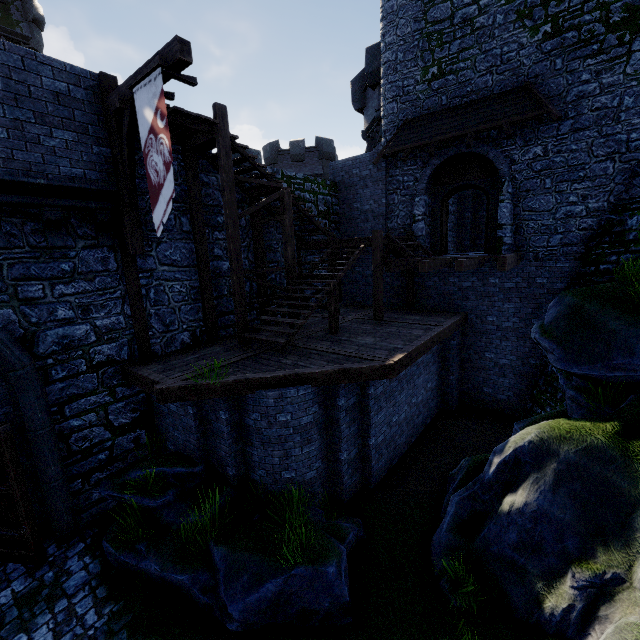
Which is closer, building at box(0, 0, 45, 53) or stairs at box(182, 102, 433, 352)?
stairs at box(182, 102, 433, 352)

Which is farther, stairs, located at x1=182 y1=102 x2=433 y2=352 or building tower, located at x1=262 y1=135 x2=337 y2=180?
building tower, located at x1=262 y1=135 x2=337 y2=180

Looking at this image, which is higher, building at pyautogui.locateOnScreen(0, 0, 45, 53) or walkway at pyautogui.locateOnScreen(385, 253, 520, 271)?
building at pyautogui.locateOnScreen(0, 0, 45, 53)

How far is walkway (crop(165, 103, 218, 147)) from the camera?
7.5 meters

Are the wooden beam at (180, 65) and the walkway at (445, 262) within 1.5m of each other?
no

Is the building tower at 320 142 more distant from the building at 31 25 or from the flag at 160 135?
the flag at 160 135

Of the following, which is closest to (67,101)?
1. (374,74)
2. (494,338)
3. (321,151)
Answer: (494,338)

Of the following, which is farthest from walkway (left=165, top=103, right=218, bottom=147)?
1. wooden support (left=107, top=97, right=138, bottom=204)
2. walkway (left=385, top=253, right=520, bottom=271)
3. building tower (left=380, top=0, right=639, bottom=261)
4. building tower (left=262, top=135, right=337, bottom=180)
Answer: building tower (left=262, top=135, right=337, bottom=180)
